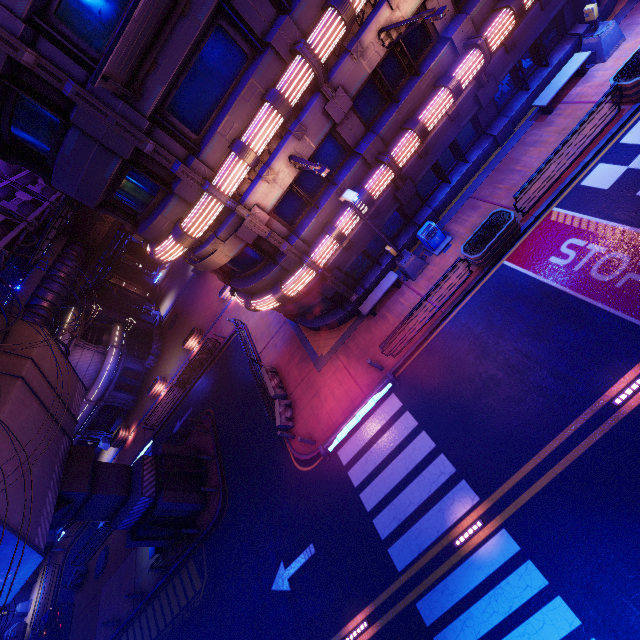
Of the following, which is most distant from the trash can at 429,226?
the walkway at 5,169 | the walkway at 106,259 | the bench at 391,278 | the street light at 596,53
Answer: the walkway at 106,259

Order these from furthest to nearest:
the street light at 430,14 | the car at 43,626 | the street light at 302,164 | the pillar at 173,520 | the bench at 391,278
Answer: the car at 43,626, the pillar at 173,520, the bench at 391,278, the street light at 302,164, the street light at 430,14

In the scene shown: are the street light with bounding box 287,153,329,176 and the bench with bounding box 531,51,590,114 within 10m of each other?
no

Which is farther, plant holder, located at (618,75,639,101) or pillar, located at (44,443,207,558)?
pillar, located at (44,443,207,558)

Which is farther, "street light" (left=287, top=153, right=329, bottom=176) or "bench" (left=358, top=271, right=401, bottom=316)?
"bench" (left=358, top=271, right=401, bottom=316)

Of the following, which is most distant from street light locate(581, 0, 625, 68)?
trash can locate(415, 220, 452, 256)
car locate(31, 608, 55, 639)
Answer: car locate(31, 608, 55, 639)

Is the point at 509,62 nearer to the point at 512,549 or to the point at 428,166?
the point at 428,166

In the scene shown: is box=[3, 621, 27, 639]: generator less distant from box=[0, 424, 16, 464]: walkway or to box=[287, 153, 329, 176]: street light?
box=[0, 424, 16, 464]: walkway
